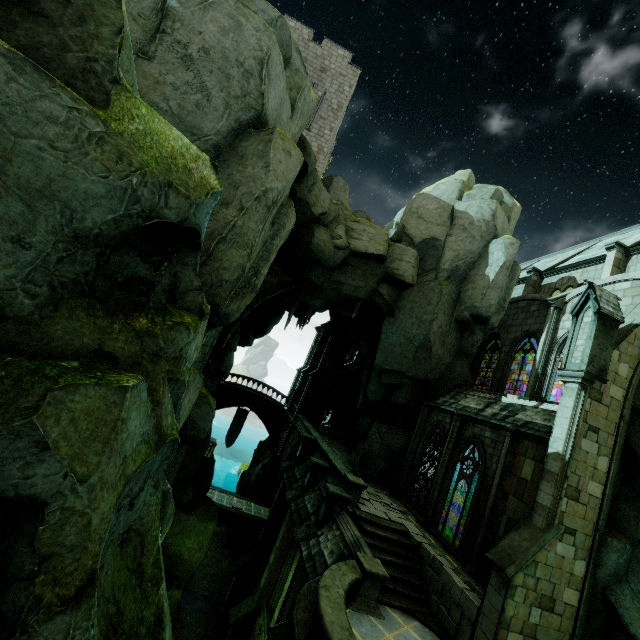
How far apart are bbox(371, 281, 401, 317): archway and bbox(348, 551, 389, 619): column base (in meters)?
13.33

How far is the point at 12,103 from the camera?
3.43m

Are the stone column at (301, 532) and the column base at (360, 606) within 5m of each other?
yes

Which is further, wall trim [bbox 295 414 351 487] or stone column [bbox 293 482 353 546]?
wall trim [bbox 295 414 351 487]

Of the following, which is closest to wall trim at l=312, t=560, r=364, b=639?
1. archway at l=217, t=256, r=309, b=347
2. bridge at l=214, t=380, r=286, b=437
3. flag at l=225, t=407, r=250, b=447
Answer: archway at l=217, t=256, r=309, b=347

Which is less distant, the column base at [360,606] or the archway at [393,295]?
the column base at [360,606]

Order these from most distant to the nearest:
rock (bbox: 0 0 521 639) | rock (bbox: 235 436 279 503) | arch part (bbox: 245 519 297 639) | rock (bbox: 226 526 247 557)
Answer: rock (bbox: 235 436 279 503) → rock (bbox: 226 526 247 557) → arch part (bbox: 245 519 297 639) → rock (bbox: 0 0 521 639)

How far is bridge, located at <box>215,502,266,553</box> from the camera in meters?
24.1 m
